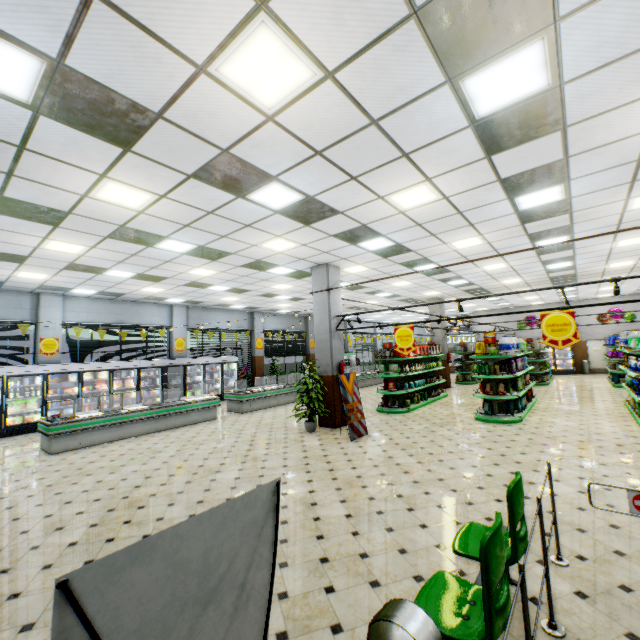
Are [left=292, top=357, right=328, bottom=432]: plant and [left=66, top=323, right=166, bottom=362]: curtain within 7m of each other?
no

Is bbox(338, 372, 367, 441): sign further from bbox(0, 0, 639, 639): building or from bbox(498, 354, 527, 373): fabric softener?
bbox(498, 354, 527, 373): fabric softener

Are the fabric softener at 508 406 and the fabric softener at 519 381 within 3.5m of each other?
yes

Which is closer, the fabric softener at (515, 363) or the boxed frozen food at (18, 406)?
the fabric softener at (515, 363)

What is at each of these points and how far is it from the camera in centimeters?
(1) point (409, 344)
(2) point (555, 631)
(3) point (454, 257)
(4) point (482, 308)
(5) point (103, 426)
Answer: (1) sign, 840cm
(2) rail, 249cm
(3) building, 995cm
(4) building, 2416cm
(5) meat refrigerator, 894cm

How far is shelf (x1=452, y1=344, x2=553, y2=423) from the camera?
9.3 meters

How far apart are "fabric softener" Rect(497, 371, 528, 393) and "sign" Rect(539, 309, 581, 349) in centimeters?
365cm

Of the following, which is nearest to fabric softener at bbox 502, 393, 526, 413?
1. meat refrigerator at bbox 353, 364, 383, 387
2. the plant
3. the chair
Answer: the plant
